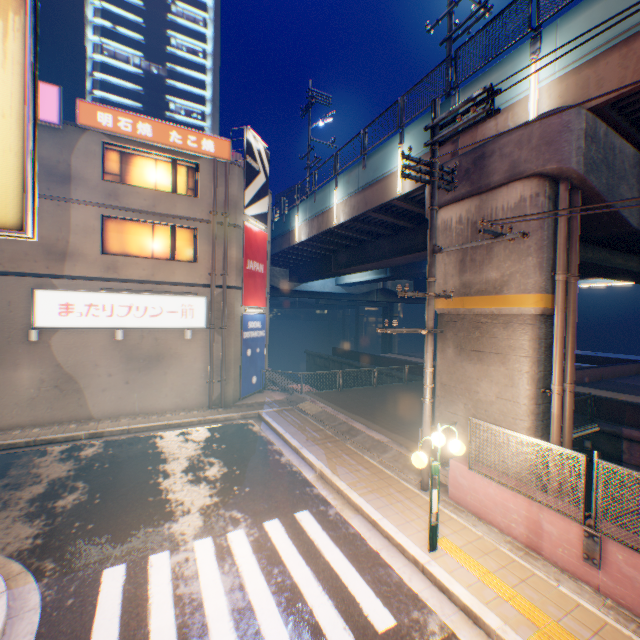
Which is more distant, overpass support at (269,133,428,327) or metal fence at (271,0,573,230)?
overpass support at (269,133,428,327)

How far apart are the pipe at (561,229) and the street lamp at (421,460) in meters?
3.2

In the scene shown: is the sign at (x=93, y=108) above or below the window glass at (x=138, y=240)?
above

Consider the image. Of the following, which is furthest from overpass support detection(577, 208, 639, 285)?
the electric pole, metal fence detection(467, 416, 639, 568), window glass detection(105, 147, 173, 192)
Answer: window glass detection(105, 147, 173, 192)

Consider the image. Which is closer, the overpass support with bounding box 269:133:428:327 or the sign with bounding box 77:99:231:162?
the sign with bounding box 77:99:231:162

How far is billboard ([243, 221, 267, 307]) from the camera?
16.39m

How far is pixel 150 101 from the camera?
38.2m

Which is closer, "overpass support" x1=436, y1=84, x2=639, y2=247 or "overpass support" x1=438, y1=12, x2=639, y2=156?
"overpass support" x1=438, y1=12, x2=639, y2=156
